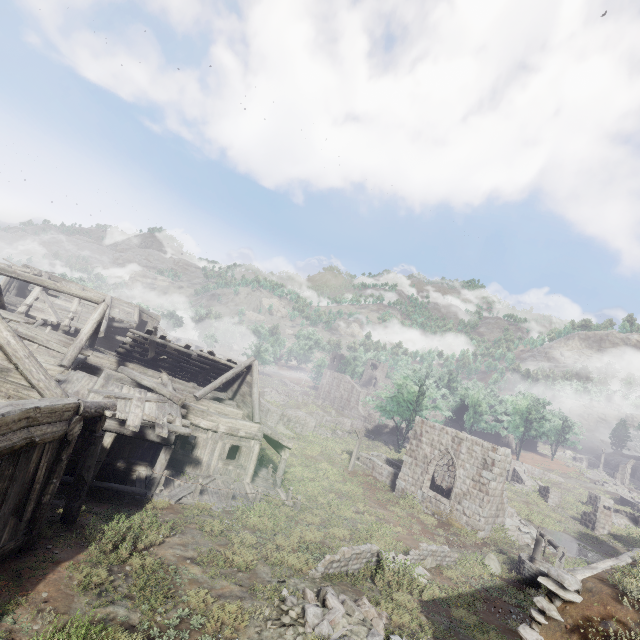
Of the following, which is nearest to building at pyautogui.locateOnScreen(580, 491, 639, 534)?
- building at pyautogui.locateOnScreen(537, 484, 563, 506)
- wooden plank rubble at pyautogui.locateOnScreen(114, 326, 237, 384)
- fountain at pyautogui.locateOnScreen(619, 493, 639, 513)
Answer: wooden plank rubble at pyautogui.locateOnScreen(114, 326, 237, 384)

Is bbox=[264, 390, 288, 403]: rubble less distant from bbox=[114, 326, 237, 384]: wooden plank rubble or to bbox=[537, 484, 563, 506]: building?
bbox=[114, 326, 237, 384]: wooden plank rubble

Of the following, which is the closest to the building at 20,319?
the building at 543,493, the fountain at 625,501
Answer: the building at 543,493

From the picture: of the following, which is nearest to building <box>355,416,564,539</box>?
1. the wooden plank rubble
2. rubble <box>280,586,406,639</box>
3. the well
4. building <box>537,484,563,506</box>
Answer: the wooden plank rubble

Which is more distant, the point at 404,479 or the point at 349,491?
the point at 404,479

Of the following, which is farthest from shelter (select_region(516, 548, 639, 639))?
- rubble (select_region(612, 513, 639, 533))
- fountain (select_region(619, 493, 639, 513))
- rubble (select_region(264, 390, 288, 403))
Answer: rubble (select_region(264, 390, 288, 403))

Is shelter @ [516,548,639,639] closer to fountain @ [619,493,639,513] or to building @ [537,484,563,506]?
building @ [537,484,563,506]

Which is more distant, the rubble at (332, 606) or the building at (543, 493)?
the building at (543, 493)
